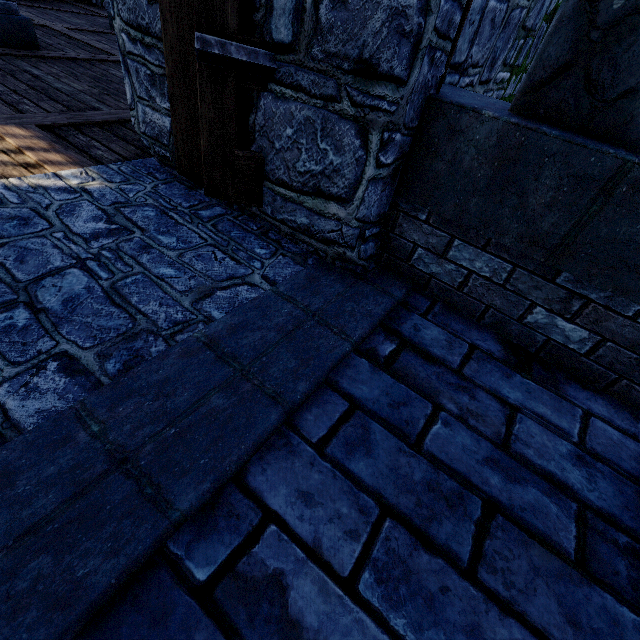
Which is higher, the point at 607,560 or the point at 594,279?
the point at 594,279

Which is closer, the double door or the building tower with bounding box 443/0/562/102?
the double door

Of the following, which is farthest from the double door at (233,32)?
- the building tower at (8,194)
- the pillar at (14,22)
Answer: the pillar at (14,22)

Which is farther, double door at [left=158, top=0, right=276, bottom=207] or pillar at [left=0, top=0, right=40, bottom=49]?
pillar at [left=0, top=0, right=40, bottom=49]

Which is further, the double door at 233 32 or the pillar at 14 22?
the pillar at 14 22

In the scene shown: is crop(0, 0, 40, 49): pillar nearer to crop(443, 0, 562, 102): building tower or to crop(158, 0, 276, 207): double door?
crop(443, 0, 562, 102): building tower
